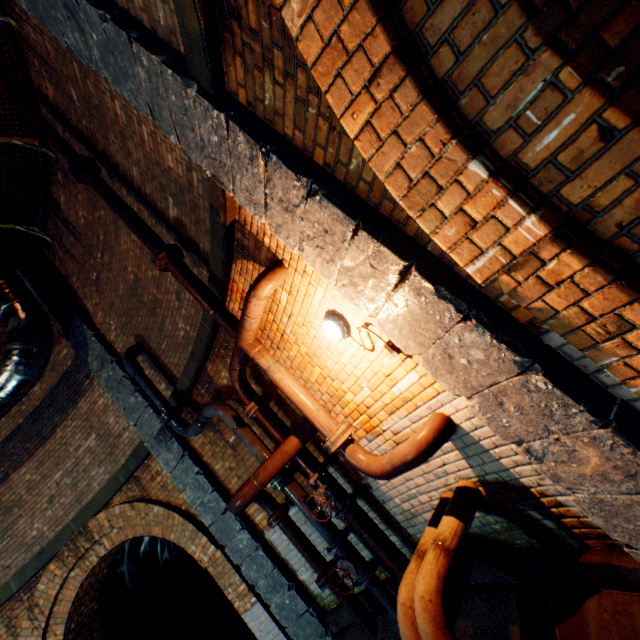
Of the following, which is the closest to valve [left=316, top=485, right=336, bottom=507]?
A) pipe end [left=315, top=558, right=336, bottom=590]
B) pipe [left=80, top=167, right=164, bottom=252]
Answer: pipe end [left=315, top=558, right=336, bottom=590]

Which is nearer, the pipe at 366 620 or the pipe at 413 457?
the pipe at 413 457

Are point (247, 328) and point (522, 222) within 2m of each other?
no

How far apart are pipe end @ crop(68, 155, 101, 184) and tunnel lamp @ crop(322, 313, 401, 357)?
4.20m

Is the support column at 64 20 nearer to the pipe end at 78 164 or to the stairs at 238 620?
the pipe end at 78 164

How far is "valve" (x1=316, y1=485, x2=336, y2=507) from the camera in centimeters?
376cm

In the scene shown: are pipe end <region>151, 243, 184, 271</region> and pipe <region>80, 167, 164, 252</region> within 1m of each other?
yes

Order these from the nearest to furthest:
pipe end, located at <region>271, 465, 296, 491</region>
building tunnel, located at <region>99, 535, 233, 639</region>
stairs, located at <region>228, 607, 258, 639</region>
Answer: pipe end, located at <region>271, 465, 296, 491</region>, building tunnel, located at <region>99, 535, 233, 639</region>, stairs, located at <region>228, 607, 258, 639</region>
